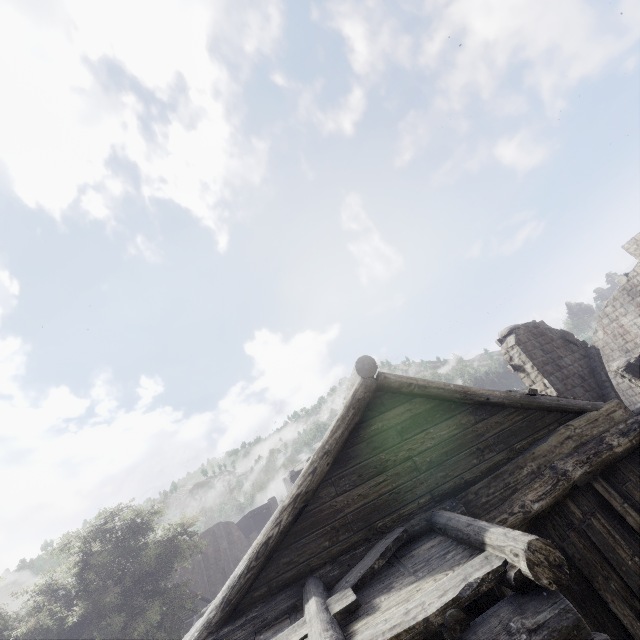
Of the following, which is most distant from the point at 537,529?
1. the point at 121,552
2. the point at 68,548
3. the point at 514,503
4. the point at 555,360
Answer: the point at 68,548
